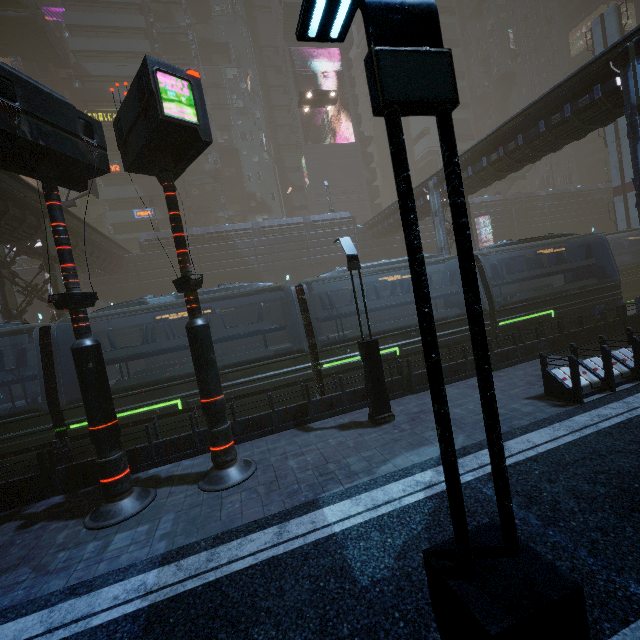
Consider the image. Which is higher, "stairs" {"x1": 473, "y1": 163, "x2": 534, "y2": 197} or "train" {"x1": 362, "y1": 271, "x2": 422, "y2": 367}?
"stairs" {"x1": 473, "y1": 163, "x2": 534, "y2": 197}

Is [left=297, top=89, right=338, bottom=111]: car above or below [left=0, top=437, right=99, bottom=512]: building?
above

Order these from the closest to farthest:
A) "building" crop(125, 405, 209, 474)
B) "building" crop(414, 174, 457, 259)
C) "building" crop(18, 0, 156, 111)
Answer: "building" crop(125, 405, 209, 474) < "building" crop(414, 174, 457, 259) < "building" crop(18, 0, 156, 111)

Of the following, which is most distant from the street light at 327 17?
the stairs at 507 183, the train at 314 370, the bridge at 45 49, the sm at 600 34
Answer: the stairs at 507 183

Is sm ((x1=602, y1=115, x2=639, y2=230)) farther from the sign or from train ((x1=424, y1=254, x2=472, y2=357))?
the sign

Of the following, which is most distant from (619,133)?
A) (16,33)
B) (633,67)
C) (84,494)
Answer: (16,33)

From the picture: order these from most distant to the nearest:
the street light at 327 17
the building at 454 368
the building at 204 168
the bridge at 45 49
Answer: the building at 204 168 < the bridge at 45 49 < the building at 454 368 < the street light at 327 17

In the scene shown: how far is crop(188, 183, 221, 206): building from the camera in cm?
4516
